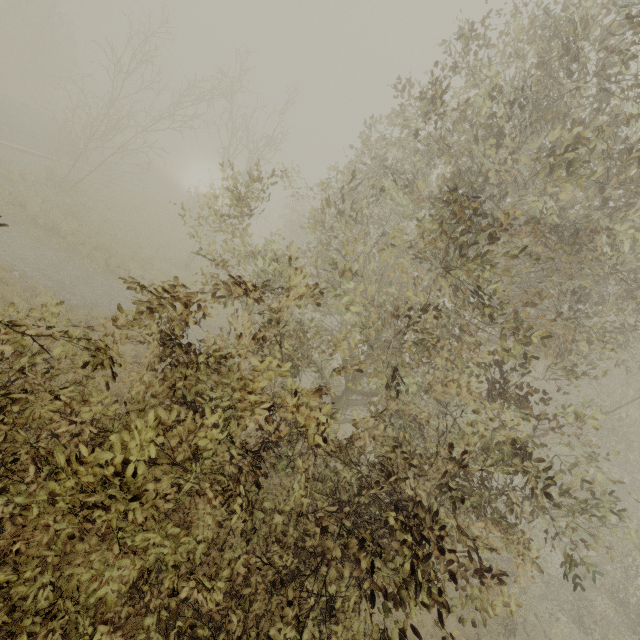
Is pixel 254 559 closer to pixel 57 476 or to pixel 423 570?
pixel 423 570
